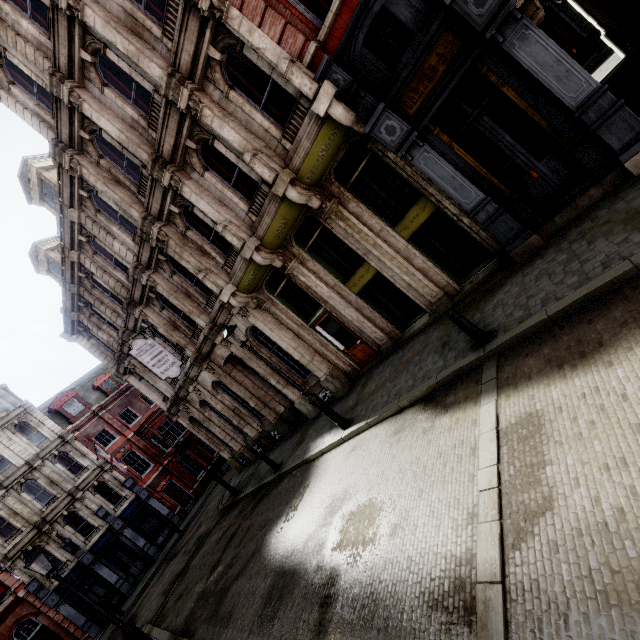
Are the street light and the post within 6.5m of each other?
yes

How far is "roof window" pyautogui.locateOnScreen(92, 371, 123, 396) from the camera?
31.12m

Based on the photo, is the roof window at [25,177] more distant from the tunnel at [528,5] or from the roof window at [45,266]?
the tunnel at [528,5]

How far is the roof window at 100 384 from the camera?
31.1m

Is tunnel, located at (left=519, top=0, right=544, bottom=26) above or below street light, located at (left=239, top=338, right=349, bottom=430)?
above

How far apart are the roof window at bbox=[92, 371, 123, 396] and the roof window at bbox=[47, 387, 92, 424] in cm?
129

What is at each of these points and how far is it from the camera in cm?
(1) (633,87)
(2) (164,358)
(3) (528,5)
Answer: (1) tunnel, 909
(2) sign, 1459
(3) tunnel, 564

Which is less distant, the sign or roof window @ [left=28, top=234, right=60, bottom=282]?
the sign
